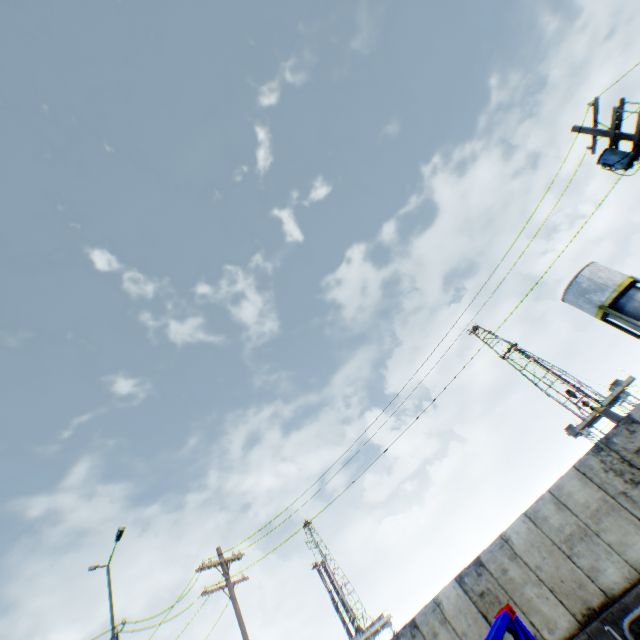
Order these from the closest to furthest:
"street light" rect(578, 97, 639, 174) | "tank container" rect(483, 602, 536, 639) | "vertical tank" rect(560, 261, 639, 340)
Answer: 1. "tank container" rect(483, 602, 536, 639)
2. "street light" rect(578, 97, 639, 174)
3. "vertical tank" rect(560, 261, 639, 340)

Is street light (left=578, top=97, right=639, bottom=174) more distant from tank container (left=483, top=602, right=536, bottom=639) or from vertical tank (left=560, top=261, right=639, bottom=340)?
vertical tank (left=560, top=261, right=639, bottom=340)

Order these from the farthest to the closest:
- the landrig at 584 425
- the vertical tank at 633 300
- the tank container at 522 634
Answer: the landrig at 584 425 < the vertical tank at 633 300 < the tank container at 522 634

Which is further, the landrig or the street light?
the landrig

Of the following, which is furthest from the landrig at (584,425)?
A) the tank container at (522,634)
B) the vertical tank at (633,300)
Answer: the tank container at (522,634)

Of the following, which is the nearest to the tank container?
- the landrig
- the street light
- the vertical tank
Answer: the street light

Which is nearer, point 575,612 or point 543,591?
point 575,612

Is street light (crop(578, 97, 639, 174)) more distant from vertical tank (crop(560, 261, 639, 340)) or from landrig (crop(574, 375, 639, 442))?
landrig (crop(574, 375, 639, 442))
